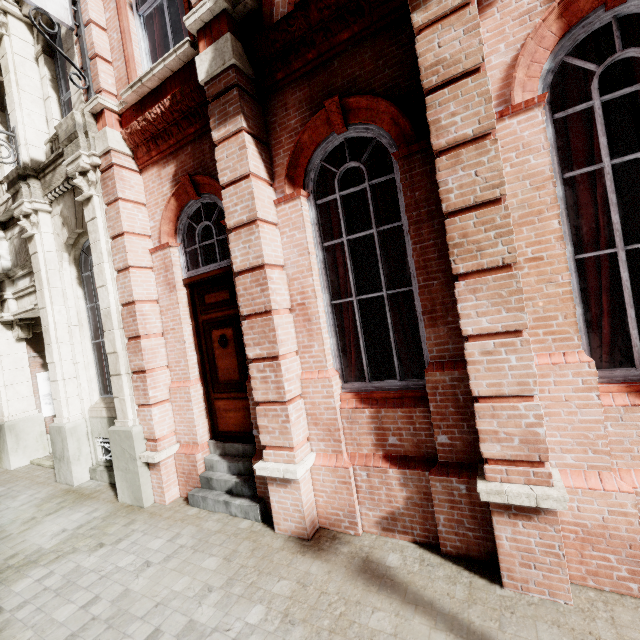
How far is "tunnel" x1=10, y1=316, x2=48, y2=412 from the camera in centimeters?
790cm

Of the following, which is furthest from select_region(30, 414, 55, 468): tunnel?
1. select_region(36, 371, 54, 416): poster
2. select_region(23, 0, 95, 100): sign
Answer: select_region(23, 0, 95, 100): sign

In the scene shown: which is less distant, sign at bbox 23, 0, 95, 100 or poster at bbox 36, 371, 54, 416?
sign at bbox 23, 0, 95, 100

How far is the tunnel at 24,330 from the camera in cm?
790

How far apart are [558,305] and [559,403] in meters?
0.9

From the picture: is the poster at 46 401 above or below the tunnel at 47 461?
above

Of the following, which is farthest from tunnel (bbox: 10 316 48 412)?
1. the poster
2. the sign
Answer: the sign

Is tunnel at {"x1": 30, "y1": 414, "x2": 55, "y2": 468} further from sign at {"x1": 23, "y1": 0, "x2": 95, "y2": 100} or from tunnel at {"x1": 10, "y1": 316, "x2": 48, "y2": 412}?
sign at {"x1": 23, "y1": 0, "x2": 95, "y2": 100}
